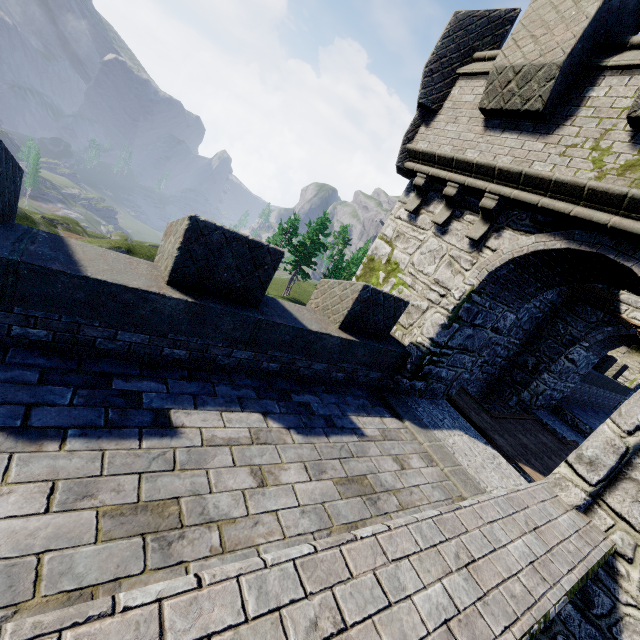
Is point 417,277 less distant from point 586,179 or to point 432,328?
point 432,328
